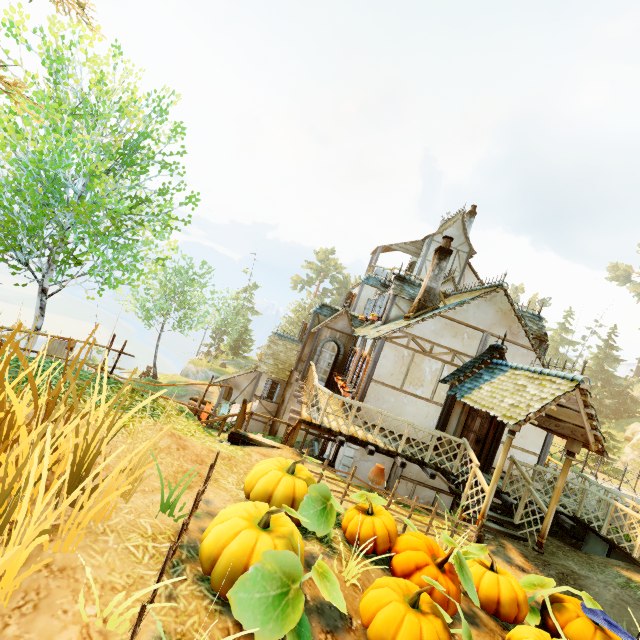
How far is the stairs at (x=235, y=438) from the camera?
8.42m

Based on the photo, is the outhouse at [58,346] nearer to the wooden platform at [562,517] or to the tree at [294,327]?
the tree at [294,327]

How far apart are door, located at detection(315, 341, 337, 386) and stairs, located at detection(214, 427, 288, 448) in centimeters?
635cm

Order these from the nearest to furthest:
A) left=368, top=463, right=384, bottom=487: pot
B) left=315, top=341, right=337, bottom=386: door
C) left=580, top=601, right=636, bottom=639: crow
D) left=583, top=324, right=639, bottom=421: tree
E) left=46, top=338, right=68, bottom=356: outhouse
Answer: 1. left=580, top=601, right=636, bottom=639: crow
2. left=368, top=463, right=384, bottom=487: pot
3. left=315, top=341, right=337, bottom=386: door
4. left=46, top=338, right=68, bottom=356: outhouse
5. left=583, top=324, right=639, bottom=421: tree

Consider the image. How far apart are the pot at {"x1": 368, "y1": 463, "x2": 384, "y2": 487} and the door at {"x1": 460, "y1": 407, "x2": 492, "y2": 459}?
5.27m

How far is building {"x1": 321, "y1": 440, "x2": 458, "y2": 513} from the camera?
11.46m

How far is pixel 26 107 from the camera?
8.20m

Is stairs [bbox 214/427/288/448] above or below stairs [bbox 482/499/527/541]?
below
